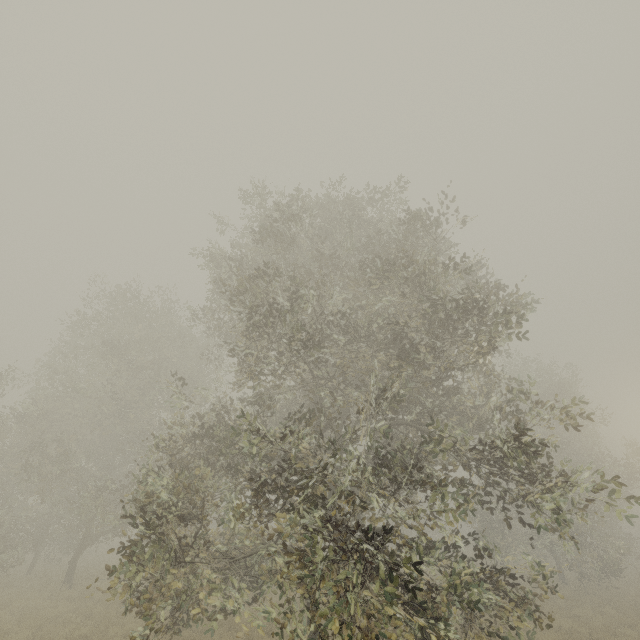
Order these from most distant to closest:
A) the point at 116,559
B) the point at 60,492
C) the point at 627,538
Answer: the point at 627,538
the point at 116,559
the point at 60,492
